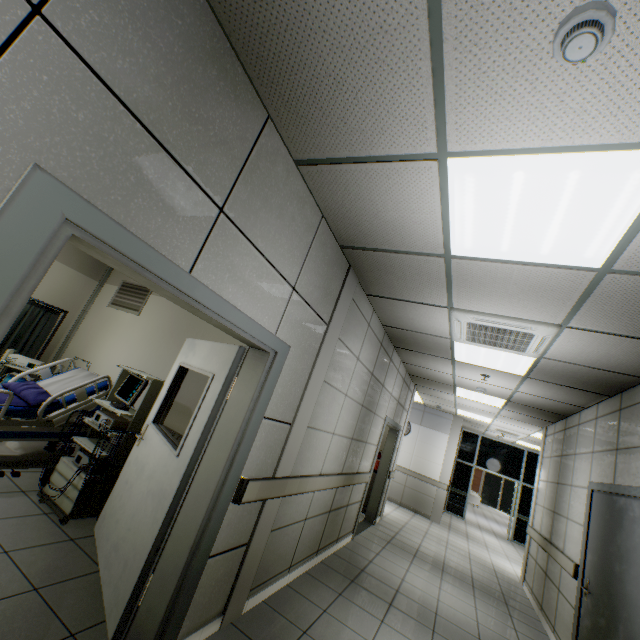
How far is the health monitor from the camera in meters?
3.1 m

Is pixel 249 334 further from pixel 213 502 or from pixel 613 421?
pixel 613 421

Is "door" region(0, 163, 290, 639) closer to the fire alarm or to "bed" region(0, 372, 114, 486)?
"bed" region(0, 372, 114, 486)

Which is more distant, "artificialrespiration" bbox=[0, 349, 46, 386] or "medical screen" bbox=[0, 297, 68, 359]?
"medical screen" bbox=[0, 297, 68, 359]

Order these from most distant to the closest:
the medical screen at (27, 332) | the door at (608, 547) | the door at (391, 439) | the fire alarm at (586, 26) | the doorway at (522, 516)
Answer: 1. the doorway at (522, 516)
2. the door at (391, 439)
3. the medical screen at (27, 332)
4. the door at (608, 547)
5. the fire alarm at (586, 26)

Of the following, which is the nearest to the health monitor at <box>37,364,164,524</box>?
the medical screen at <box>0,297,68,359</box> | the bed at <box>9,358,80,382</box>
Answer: the bed at <box>9,358,80,382</box>

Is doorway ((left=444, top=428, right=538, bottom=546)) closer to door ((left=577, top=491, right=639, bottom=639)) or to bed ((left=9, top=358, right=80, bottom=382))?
door ((left=577, top=491, right=639, bottom=639))

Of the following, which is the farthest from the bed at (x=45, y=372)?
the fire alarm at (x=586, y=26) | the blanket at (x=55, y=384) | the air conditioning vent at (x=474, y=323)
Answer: the fire alarm at (x=586, y=26)
